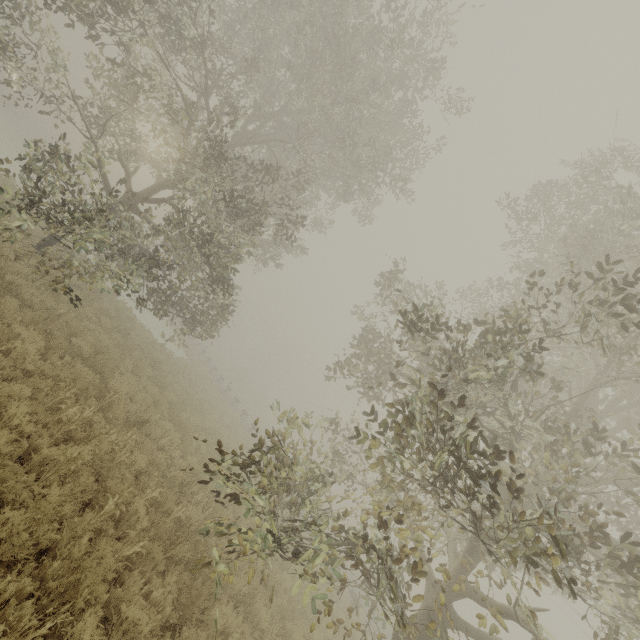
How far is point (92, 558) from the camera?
4.11m

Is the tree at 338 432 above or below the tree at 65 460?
above

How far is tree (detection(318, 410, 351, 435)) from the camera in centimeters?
753cm

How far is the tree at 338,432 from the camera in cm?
753

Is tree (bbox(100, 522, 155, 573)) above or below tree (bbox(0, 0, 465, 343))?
below

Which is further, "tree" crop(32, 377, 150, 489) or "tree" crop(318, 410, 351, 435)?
"tree" crop(318, 410, 351, 435)
